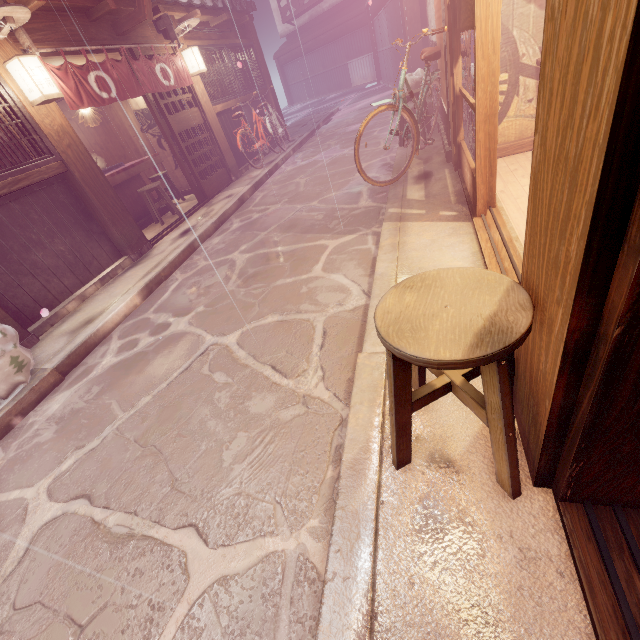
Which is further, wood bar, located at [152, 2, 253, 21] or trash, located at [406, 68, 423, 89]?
wood bar, located at [152, 2, 253, 21]

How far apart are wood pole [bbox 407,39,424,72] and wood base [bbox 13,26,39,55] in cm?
1664

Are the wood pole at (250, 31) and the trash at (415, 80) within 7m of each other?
no

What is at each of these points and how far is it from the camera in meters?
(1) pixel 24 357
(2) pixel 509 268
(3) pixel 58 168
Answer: (1) trash, 5.7
(2) door frame, 4.1
(3) wood bar, 7.9

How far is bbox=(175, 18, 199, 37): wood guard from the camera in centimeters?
1138cm

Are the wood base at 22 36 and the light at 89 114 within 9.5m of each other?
yes

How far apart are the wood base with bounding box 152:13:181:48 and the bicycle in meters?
9.1

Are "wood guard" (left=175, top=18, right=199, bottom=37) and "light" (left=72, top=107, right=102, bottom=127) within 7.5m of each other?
yes
